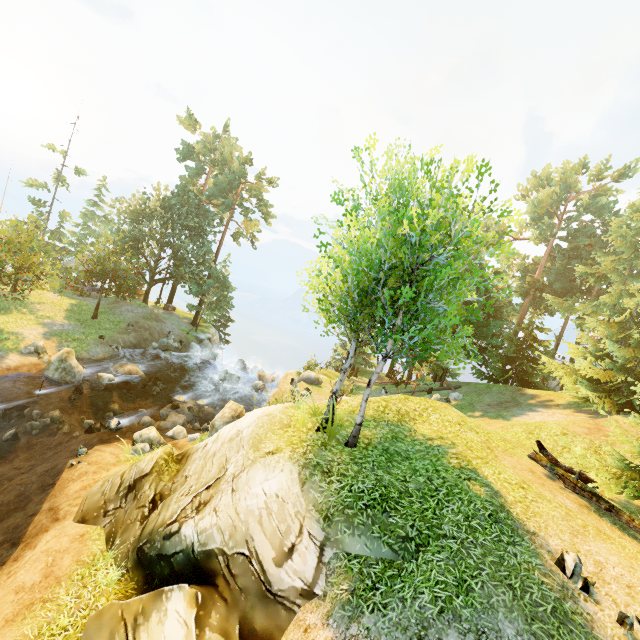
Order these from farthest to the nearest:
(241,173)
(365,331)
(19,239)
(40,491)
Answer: (241,173) → (19,239) → (40,491) → (365,331)

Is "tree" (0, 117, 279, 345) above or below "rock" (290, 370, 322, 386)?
above

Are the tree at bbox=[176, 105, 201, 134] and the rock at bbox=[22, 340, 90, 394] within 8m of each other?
no

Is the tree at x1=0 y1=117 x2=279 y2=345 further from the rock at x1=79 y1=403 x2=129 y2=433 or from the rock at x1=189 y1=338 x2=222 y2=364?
the rock at x1=79 y1=403 x2=129 y2=433

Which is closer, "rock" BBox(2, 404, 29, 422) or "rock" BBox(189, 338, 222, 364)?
"rock" BBox(2, 404, 29, 422)

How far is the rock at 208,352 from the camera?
34.2m

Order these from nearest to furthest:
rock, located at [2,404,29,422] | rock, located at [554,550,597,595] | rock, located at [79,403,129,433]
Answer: rock, located at [554,550,597,595] < rock, located at [2,404,29,422] < rock, located at [79,403,129,433]

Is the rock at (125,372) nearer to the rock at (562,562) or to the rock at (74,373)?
the rock at (74,373)
